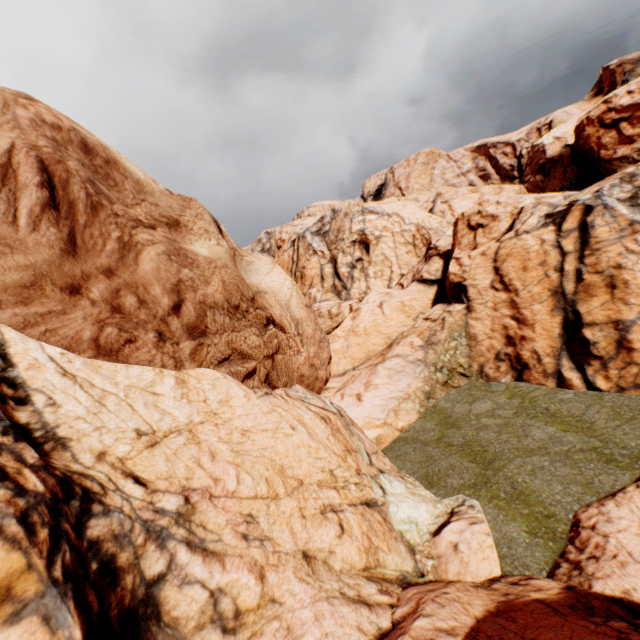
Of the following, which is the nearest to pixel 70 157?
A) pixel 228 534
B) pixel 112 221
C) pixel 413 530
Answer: pixel 112 221
